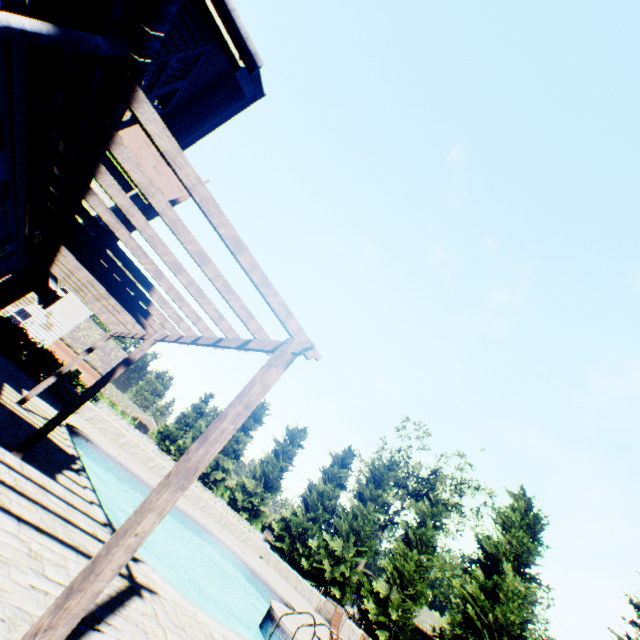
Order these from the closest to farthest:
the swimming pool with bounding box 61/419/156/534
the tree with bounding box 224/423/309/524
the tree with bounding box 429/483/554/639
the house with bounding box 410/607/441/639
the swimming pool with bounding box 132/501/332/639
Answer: the swimming pool with bounding box 132/501/332/639, the swimming pool with bounding box 61/419/156/534, the tree with bounding box 429/483/554/639, the tree with bounding box 224/423/309/524, the house with bounding box 410/607/441/639

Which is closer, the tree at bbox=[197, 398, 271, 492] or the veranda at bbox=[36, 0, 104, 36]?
the veranda at bbox=[36, 0, 104, 36]

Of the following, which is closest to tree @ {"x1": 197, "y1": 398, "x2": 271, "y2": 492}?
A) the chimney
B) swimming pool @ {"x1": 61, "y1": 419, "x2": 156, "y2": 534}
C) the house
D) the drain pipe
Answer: the house

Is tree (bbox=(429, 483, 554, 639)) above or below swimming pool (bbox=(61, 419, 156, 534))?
above

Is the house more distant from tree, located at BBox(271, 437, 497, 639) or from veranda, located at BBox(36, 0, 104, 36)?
veranda, located at BBox(36, 0, 104, 36)

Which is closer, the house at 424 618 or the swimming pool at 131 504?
the swimming pool at 131 504

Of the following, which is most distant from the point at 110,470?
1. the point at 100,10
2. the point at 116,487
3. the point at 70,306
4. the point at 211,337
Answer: the point at 100,10

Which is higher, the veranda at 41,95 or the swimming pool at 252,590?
the veranda at 41,95
